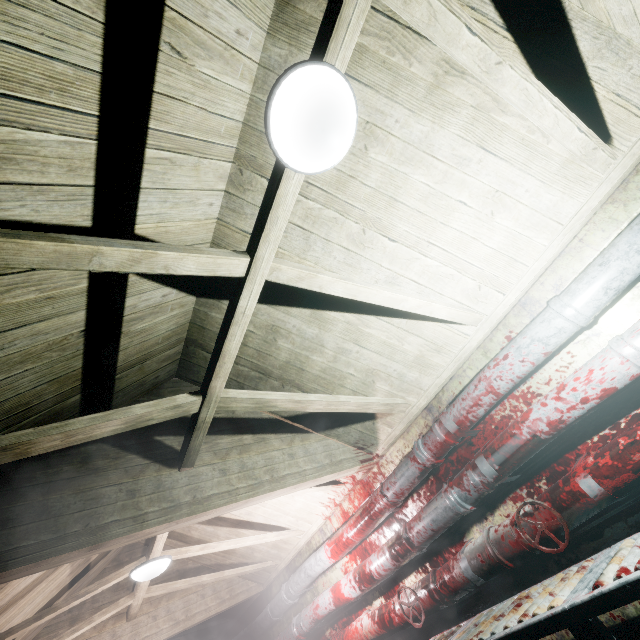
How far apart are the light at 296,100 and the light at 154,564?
3.5m

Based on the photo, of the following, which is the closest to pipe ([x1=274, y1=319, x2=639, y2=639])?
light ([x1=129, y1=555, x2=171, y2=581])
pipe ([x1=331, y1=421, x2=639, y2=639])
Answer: pipe ([x1=331, y1=421, x2=639, y2=639])

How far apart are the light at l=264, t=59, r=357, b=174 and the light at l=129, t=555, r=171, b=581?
3.51m

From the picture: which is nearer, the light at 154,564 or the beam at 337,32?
the beam at 337,32

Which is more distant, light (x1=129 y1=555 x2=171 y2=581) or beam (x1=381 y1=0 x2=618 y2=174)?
light (x1=129 y1=555 x2=171 y2=581)

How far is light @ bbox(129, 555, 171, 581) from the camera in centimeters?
279cm

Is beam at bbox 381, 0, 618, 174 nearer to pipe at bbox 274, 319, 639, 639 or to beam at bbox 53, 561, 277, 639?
pipe at bbox 274, 319, 639, 639

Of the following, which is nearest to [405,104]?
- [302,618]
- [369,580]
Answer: [369,580]
